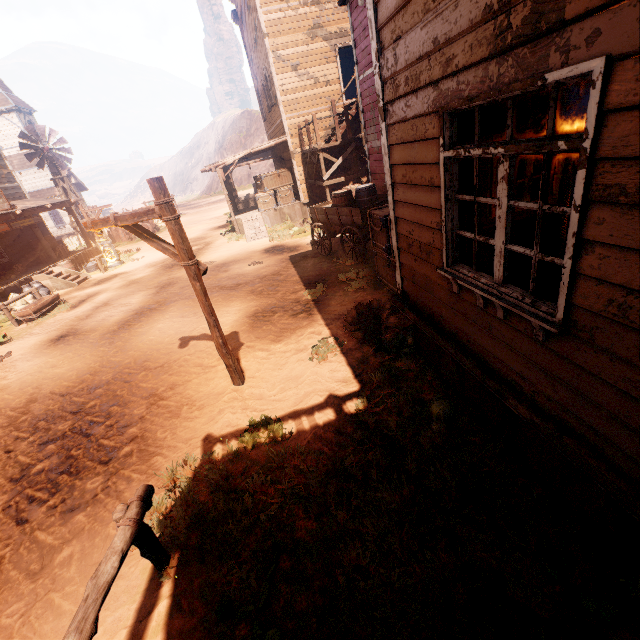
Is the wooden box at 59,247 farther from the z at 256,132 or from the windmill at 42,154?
the windmill at 42,154

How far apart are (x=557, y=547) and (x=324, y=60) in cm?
1903

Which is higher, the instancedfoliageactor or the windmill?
the windmill

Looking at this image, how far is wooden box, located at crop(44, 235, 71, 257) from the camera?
17.5m

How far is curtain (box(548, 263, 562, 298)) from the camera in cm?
230

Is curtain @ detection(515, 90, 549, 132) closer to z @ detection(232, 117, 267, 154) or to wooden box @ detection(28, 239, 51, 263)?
z @ detection(232, 117, 267, 154)

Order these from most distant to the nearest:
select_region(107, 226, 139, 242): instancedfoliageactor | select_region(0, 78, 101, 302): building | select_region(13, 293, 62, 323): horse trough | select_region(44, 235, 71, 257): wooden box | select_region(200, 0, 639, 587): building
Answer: select_region(107, 226, 139, 242): instancedfoliageactor < select_region(44, 235, 71, 257): wooden box < select_region(0, 78, 101, 302): building < select_region(13, 293, 62, 323): horse trough < select_region(200, 0, 639, 587): building

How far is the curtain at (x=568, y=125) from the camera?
1.8 meters
